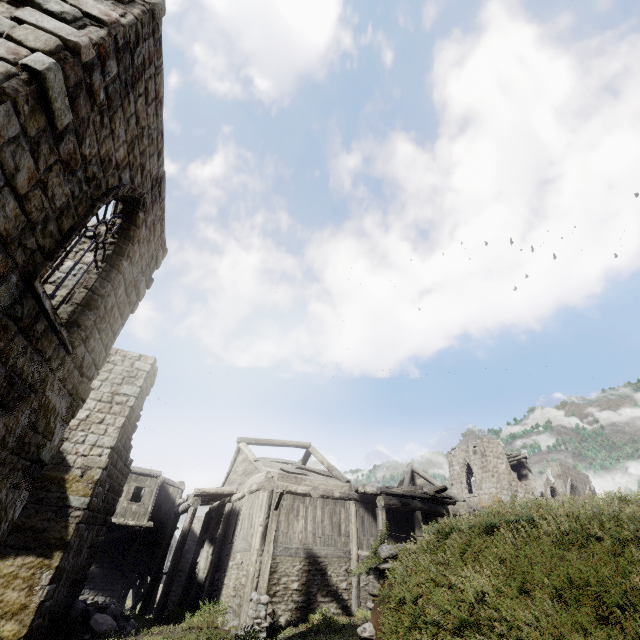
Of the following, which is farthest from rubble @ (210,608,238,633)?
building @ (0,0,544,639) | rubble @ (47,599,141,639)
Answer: rubble @ (47,599,141,639)

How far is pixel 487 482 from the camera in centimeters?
2759cm

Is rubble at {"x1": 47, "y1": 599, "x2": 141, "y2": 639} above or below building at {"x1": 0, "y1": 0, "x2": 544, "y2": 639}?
below

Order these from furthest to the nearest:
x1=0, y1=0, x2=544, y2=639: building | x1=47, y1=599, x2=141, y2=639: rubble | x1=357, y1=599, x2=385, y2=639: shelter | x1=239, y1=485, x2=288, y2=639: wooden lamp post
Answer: x1=47, y1=599, x2=141, y2=639: rubble → x1=239, y1=485, x2=288, y2=639: wooden lamp post → x1=357, y1=599, x2=385, y2=639: shelter → x1=0, y1=0, x2=544, y2=639: building

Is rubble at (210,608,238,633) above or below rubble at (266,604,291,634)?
below

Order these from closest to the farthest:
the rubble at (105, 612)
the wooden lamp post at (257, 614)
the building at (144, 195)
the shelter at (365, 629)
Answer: the building at (144, 195) < the shelter at (365, 629) < the wooden lamp post at (257, 614) < the rubble at (105, 612)

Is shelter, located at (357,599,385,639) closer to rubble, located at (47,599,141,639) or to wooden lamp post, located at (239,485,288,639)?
wooden lamp post, located at (239,485,288,639)

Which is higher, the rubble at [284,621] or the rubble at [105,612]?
the rubble at [284,621]
